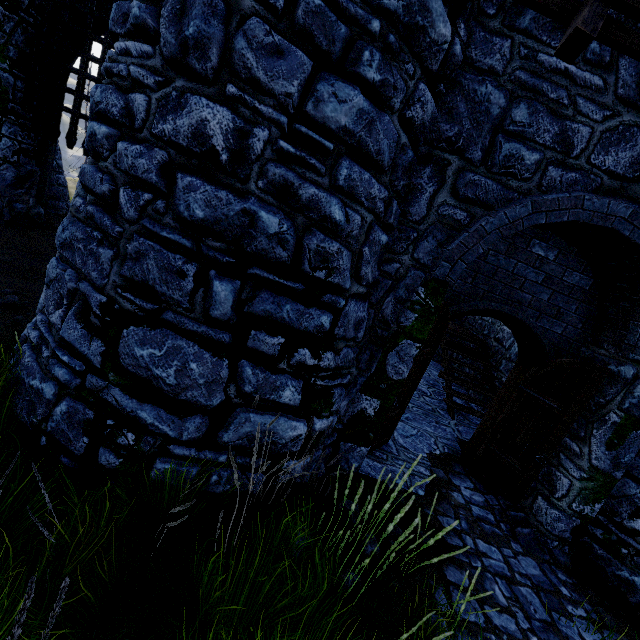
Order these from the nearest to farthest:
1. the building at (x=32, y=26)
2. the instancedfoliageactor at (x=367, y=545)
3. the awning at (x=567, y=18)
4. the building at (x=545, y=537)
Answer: the awning at (x=567, y=18)
the instancedfoliageactor at (x=367, y=545)
the building at (x=545, y=537)
the building at (x=32, y=26)

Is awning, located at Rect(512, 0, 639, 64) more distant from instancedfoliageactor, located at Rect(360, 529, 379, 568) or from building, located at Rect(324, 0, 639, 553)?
instancedfoliageactor, located at Rect(360, 529, 379, 568)

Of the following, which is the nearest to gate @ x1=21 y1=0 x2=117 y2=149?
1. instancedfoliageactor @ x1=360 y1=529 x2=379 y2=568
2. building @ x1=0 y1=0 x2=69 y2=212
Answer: building @ x1=0 y1=0 x2=69 y2=212

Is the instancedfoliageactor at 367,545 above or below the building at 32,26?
below

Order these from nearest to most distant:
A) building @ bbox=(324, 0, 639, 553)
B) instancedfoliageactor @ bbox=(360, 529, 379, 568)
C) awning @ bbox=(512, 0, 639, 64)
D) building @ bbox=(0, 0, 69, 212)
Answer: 1. awning @ bbox=(512, 0, 639, 64)
2. instancedfoliageactor @ bbox=(360, 529, 379, 568)
3. building @ bbox=(324, 0, 639, 553)
4. building @ bbox=(0, 0, 69, 212)

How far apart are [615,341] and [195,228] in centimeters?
570cm

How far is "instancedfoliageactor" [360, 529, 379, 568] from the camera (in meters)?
2.81

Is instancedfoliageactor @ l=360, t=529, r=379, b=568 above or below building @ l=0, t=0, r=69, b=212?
below
